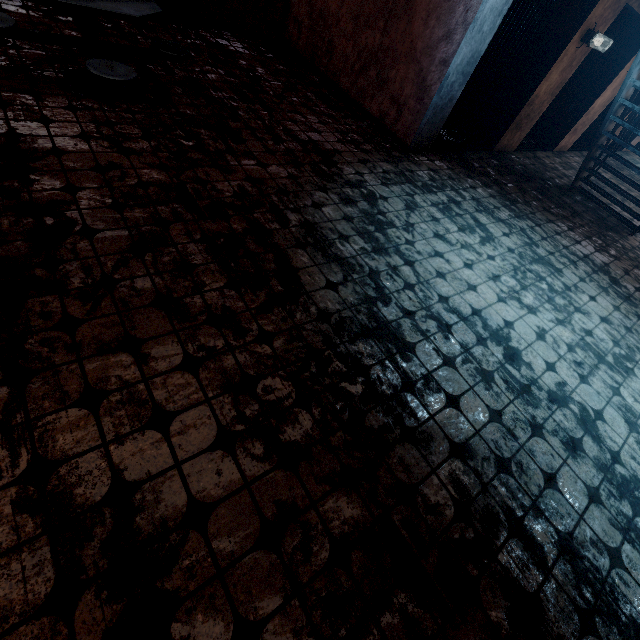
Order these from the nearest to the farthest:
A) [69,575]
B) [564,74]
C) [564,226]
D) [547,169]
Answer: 1. [69,575]
2. [564,226]
3. [564,74]
4. [547,169]

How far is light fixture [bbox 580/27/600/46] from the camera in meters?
5.1

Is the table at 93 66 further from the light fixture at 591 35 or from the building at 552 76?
the light fixture at 591 35

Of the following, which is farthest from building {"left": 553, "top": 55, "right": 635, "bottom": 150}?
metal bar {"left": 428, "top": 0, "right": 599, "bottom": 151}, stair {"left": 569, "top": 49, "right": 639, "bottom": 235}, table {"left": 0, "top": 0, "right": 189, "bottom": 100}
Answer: table {"left": 0, "top": 0, "right": 189, "bottom": 100}

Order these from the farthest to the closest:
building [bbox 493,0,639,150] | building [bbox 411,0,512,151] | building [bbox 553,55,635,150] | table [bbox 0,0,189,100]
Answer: building [bbox 553,55,635,150] < building [bbox 493,0,639,150] < building [bbox 411,0,512,151] < table [bbox 0,0,189,100]

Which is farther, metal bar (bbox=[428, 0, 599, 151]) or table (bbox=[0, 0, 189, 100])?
metal bar (bbox=[428, 0, 599, 151])

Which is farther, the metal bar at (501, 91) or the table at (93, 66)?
the metal bar at (501, 91)
